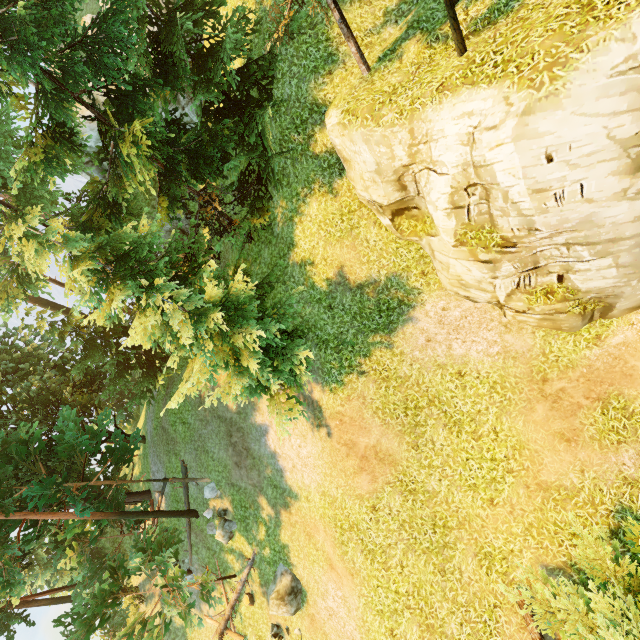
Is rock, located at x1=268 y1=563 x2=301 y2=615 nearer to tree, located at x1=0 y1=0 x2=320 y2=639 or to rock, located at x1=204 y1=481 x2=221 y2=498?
tree, located at x1=0 y1=0 x2=320 y2=639

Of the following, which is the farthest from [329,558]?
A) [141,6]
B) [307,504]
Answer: [141,6]

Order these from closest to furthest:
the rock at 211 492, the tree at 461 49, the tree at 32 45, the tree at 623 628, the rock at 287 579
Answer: the tree at 623 628, the tree at 461 49, the tree at 32 45, the rock at 287 579, the rock at 211 492

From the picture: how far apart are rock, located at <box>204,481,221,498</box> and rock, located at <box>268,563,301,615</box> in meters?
5.4 m

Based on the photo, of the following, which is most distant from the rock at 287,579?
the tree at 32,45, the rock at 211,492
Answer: the rock at 211,492

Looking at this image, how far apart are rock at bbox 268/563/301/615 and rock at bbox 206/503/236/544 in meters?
3.3 m

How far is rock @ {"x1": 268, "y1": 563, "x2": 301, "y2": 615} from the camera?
13.77m

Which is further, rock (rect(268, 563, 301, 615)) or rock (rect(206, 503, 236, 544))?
rock (rect(206, 503, 236, 544))
